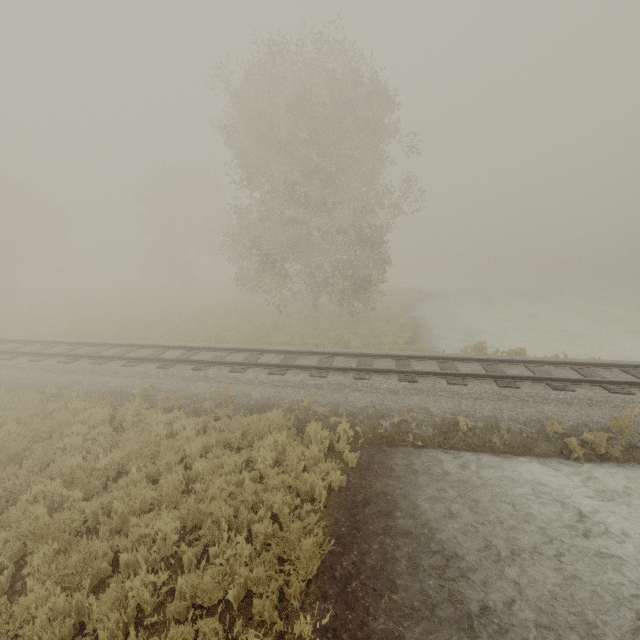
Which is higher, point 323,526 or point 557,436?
point 557,436
